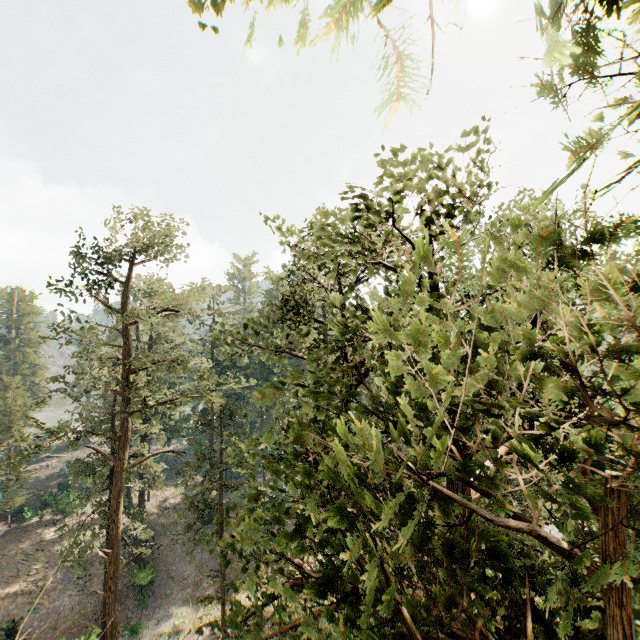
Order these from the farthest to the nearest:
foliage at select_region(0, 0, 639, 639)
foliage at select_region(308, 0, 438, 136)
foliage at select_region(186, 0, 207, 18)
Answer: foliage at select_region(186, 0, 207, 18), foliage at select_region(0, 0, 639, 639), foliage at select_region(308, 0, 438, 136)

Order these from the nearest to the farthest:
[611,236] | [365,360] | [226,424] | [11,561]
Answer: [611,236] → [365,360] → [11,561] → [226,424]

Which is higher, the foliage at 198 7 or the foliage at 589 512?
the foliage at 198 7

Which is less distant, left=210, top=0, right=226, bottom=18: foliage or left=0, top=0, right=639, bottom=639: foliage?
left=0, top=0, right=639, bottom=639: foliage

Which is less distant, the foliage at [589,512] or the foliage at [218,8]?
the foliage at [589,512]
